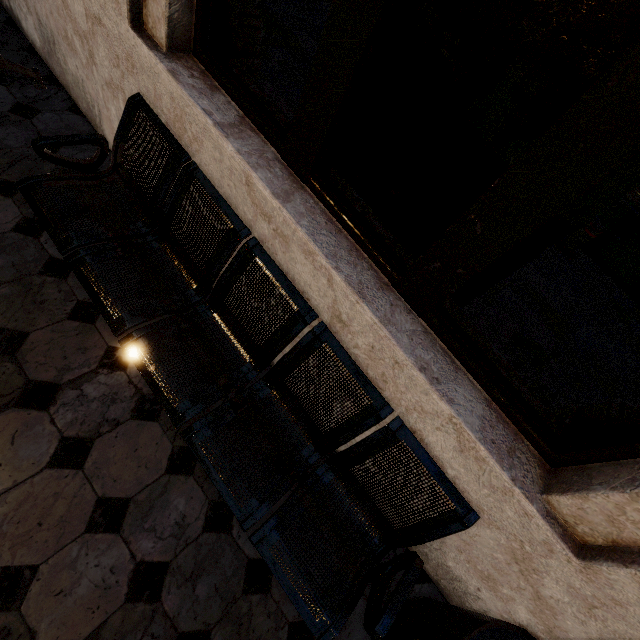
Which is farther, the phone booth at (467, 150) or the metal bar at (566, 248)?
the metal bar at (566, 248)

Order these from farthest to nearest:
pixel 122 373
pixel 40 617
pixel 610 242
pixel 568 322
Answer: pixel 610 242, pixel 568 322, pixel 122 373, pixel 40 617

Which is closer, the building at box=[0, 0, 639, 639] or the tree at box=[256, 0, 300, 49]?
the building at box=[0, 0, 639, 639]

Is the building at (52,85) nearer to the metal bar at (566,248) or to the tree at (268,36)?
the tree at (268,36)

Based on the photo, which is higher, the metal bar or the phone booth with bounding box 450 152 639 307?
the phone booth with bounding box 450 152 639 307

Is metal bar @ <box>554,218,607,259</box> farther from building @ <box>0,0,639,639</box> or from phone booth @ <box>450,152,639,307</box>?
building @ <box>0,0,639,639</box>

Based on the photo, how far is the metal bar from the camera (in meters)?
4.63

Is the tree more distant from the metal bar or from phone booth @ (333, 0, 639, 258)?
the metal bar
